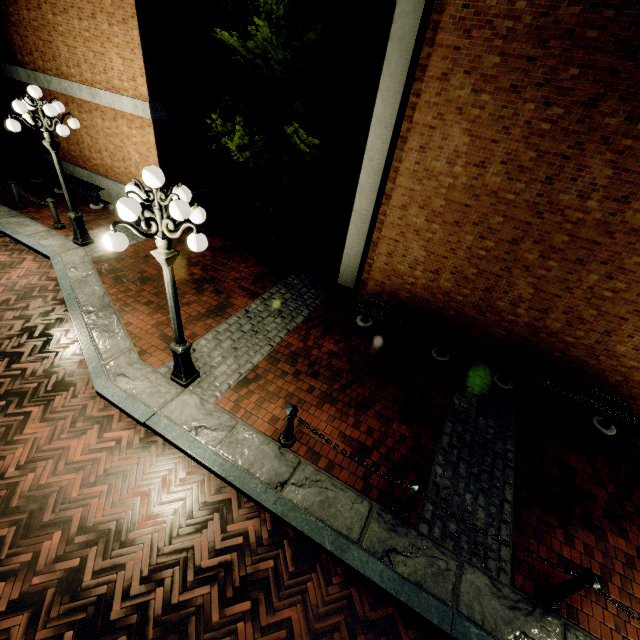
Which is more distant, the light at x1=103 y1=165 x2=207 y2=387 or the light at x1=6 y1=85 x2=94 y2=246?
the light at x1=6 y1=85 x2=94 y2=246

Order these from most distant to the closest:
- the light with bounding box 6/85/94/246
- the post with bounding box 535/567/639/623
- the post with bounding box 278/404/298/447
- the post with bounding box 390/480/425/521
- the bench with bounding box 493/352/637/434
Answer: the light with bounding box 6/85/94/246
the bench with bounding box 493/352/637/434
the post with bounding box 278/404/298/447
the post with bounding box 390/480/425/521
the post with bounding box 535/567/639/623

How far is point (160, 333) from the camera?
6.9 meters

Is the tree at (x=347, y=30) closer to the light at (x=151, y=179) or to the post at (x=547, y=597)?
the light at (x=151, y=179)

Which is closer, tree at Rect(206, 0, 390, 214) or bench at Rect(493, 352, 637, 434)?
bench at Rect(493, 352, 637, 434)

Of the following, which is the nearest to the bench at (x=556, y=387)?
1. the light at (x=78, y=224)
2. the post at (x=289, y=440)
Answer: the post at (x=289, y=440)

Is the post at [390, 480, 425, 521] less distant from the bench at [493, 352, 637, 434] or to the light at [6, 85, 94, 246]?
the bench at [493, 352, 637, 434]

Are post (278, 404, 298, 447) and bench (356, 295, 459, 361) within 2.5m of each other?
no
